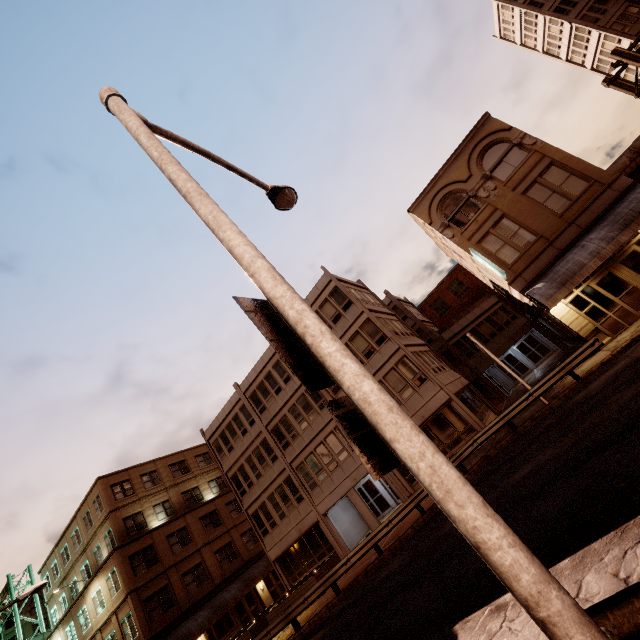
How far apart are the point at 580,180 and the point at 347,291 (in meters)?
14.76

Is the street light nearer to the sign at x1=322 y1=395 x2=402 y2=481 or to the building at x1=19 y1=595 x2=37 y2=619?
the sign at x1=322 y1=395 x2=402 y2=481

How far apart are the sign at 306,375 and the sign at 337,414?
0.1 meters

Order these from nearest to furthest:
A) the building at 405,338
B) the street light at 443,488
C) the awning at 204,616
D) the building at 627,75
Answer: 1. the street light at 443,488
2. the building at 405,338
3. the awning at 204,616
4. the building at 627,75

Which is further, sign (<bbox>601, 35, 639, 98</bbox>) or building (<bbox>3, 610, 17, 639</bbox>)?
building (<bbox>3, 610, 17, 639</bbox>)

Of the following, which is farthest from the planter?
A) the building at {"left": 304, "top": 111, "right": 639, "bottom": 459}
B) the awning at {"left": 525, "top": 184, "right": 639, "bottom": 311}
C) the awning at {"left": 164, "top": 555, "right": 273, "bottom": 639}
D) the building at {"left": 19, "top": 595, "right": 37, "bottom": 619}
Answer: the building at {"left": 19, "top": 595, "right": 37, "bottom": 619}

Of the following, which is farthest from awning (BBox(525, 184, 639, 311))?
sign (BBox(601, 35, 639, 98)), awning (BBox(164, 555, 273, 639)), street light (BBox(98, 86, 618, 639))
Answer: awning (BBox(164, 555, 273, 639))

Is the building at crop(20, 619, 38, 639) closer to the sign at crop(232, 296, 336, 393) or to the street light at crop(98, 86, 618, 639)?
the street light at crop(98, 86, 618, 639)
